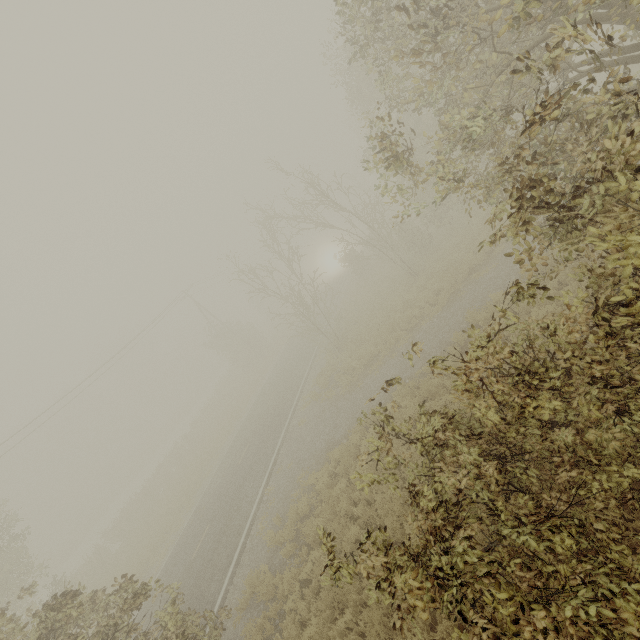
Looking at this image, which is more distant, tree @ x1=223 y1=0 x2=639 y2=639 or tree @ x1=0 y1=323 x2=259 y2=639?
tree @ x1=0 y1=323 x2=259 y2=639

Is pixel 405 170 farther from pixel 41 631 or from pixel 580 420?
pixel 41 631

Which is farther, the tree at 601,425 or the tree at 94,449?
the tree at 94,449
